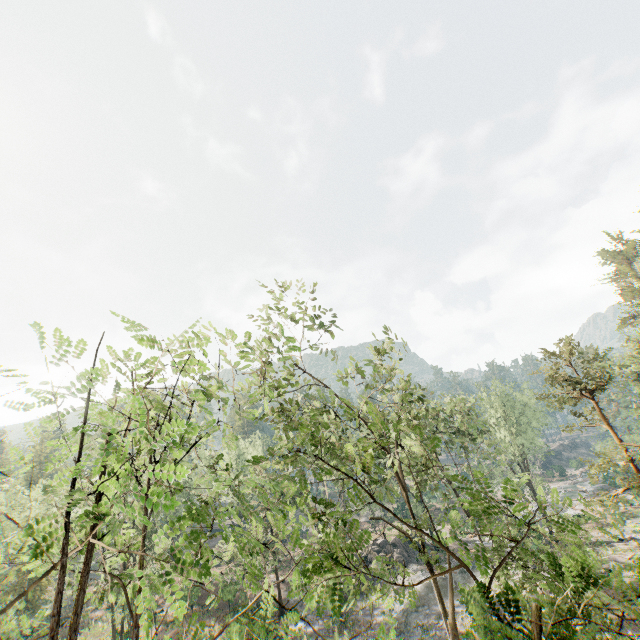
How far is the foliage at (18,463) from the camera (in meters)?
4.51

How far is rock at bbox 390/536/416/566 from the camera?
41.12m

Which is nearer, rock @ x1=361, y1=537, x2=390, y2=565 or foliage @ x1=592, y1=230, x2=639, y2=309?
rock @ x1=361, y1=537, x2=390, y2=565

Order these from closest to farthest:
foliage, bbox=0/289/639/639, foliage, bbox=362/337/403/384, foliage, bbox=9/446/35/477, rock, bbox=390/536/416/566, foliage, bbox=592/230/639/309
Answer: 1. foliage, bbox=0/289/639/639
2. foliage, bbox=9/446/35/477
3. foliage, bbox=362/337/403/384
4. rock, bbox=390/536/416/566
5. foliage, bbox=592/230/639/309

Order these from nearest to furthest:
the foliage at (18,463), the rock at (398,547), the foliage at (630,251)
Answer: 1. the foliage at (18,463)
2. the rock at (398,547)
3. the foliage at (630,251)

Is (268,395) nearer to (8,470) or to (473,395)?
(8,470)

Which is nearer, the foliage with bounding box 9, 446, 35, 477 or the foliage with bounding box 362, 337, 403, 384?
the foliage with bounding box 9, 446, 35, 477

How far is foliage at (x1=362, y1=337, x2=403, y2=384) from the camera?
18.55m
